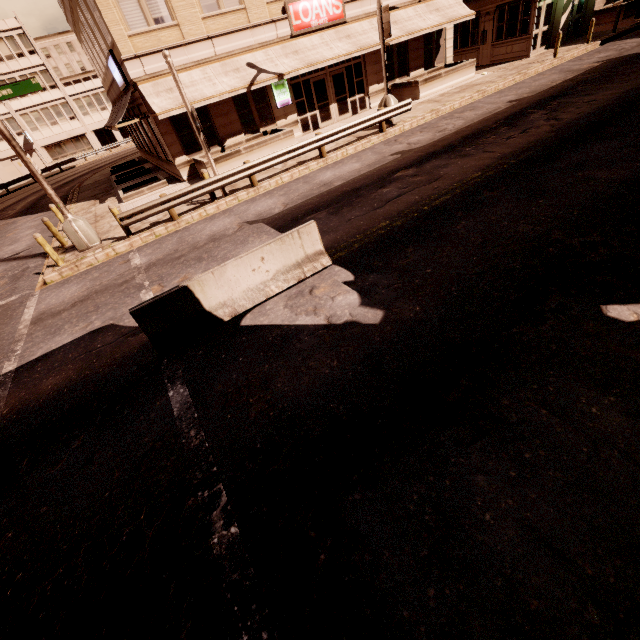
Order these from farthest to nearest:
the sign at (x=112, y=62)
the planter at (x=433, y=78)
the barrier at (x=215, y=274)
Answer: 1. the planter at (x=433, y=78)
2. the sign at (x=112, y=62)
3. the barrier at (x=215, y=274)

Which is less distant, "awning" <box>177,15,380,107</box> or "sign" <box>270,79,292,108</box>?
"awning" <box>177,15,380,107</box>

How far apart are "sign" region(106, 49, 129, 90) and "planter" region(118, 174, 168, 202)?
4.3m

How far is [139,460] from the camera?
4.5 meters

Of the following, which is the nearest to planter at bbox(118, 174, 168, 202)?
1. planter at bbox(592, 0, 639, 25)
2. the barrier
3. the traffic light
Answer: the traffic light

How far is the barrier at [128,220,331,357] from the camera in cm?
596

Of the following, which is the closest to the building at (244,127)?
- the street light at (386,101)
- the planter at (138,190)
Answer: the planter at (138,190)

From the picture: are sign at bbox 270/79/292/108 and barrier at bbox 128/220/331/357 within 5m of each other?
no
